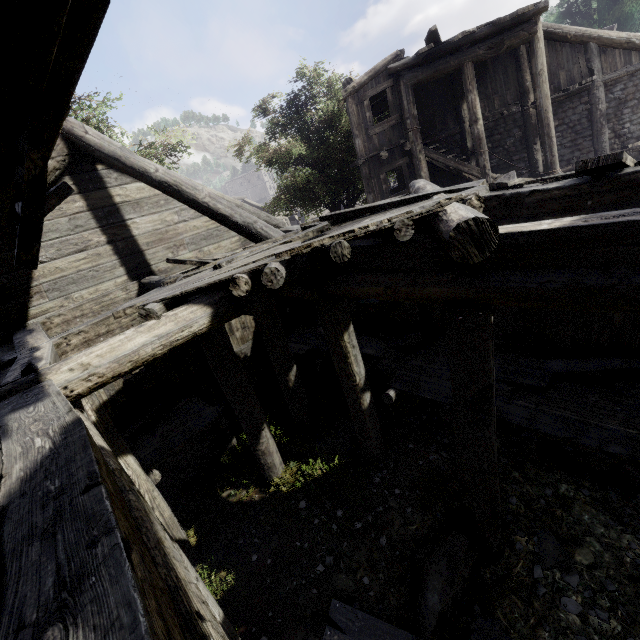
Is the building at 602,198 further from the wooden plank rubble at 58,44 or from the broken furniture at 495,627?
the broken furniture at 495,627

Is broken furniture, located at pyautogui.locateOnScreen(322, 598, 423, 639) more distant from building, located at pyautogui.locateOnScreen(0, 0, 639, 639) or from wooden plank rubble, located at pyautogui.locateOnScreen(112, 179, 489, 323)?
wooden plank rubble, located at pyautogui.locateOnScreen(112, 179, 489, 323)

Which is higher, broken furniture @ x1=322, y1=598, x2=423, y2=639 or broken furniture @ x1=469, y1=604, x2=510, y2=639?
broken furniture @ x1=322, y1=598, x2=423, y2=639

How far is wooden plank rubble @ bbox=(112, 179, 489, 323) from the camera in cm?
347

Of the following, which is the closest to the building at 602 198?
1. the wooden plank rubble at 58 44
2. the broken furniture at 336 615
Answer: the wooden plank rubble at 58 44

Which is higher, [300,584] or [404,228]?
[404,228]
